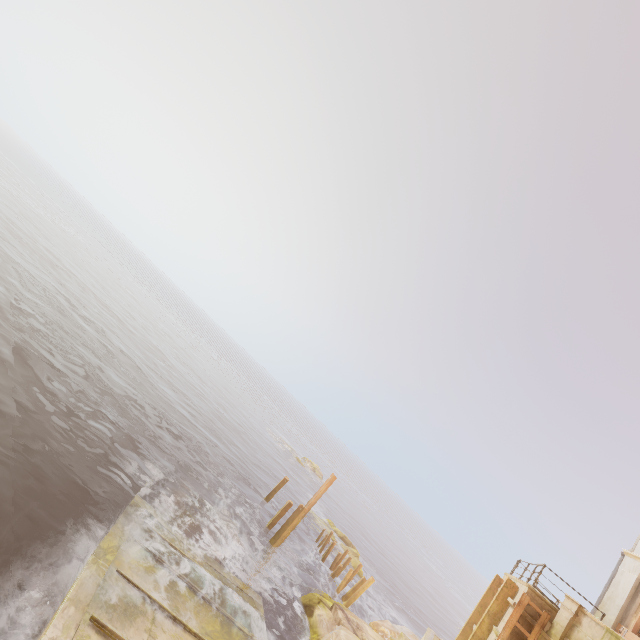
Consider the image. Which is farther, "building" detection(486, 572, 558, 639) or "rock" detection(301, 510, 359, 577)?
"rock" detection(301, 510, 359, 577)

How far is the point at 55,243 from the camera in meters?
47.3

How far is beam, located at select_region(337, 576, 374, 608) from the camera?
19.16m

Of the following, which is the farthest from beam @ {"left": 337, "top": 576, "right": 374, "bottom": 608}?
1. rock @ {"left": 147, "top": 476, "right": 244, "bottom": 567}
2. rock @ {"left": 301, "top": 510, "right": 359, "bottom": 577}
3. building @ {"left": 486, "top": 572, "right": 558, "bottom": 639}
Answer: rock @ {"left": 147, "top": 476, "right": 244, "bottom": 567}

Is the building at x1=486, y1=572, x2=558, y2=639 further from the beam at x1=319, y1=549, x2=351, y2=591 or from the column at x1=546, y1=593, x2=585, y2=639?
the beam at x1=319, y1=549, x2=351, y2=591

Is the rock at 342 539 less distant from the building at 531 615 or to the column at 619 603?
the building at 531 615

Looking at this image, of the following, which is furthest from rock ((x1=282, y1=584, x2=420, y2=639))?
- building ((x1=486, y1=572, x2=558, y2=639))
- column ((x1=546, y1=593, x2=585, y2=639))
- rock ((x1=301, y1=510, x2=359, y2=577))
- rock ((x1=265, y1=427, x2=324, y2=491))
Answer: rock ((x1=265, y1=427, x2=324, y2=491))

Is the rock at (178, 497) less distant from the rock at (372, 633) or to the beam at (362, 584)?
the rock at (372, 633)
